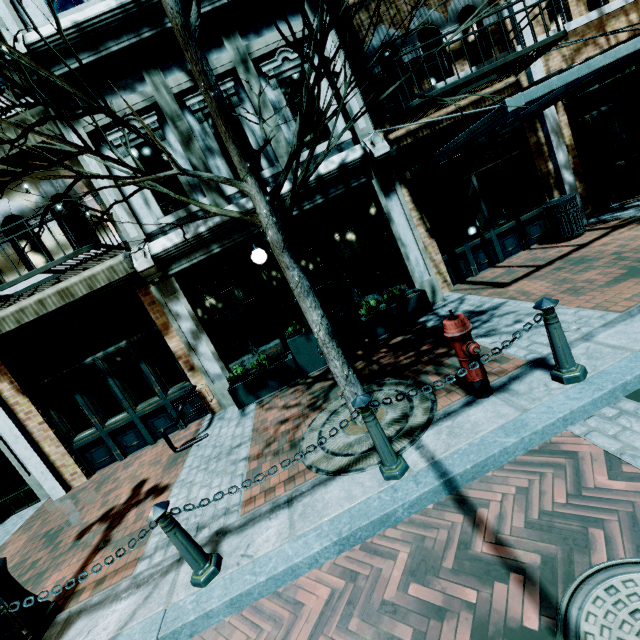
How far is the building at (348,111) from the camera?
6.3m

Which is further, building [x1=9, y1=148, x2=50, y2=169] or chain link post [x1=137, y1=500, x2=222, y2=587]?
building [x1=9, y1=148, x2=50, y2=169]

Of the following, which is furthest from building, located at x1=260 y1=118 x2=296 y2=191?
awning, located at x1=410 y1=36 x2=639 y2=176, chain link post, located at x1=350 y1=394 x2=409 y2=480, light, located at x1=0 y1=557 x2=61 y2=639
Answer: chain link post, located at x1=350 y1=394 x2=409 y2=480

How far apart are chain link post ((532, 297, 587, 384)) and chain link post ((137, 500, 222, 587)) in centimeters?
365cm

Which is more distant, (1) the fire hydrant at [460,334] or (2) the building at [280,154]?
(2) the building at [280,154]

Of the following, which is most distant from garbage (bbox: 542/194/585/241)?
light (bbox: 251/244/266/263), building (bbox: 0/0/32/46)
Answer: light (bbox: 251/244/266/263)

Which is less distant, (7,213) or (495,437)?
(495,437)

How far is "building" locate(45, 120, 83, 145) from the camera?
5.8 meters
